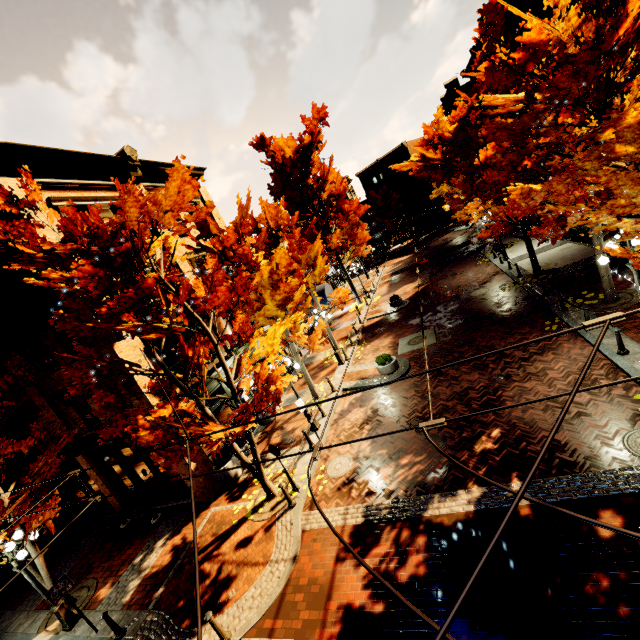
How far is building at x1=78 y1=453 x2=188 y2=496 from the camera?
12.92m

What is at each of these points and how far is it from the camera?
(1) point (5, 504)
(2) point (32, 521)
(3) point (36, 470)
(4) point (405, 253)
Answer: (1) tree, 9.62m
(2) tree, 8.53m
(3) tree, 9.98m
(4) z, 46.41m

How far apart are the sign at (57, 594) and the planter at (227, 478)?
4.74m

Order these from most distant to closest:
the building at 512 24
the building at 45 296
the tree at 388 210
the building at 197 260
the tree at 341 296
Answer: the tree at 388 210
the tree at 341 296
the building at 512 24
the building at 197 260
the building at 45 296

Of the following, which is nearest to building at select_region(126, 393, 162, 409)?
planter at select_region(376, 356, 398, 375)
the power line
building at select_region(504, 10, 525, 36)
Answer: the power line

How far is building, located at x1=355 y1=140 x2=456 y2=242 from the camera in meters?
50.2 m

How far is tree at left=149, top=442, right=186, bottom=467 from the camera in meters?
8.7 m
